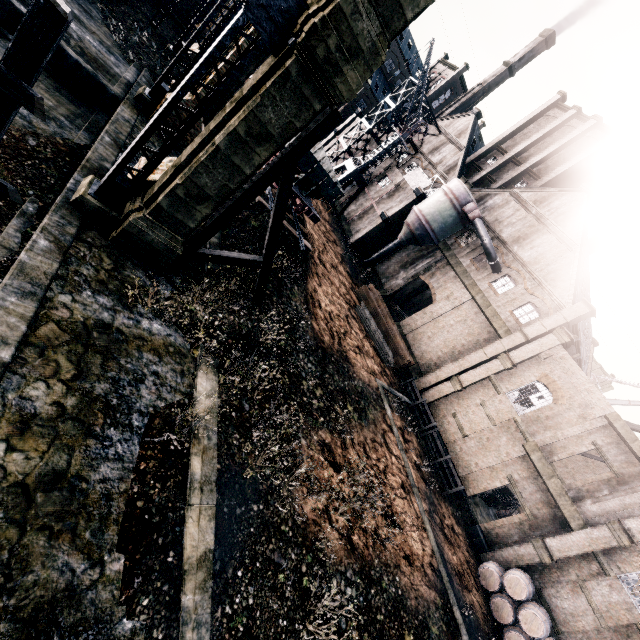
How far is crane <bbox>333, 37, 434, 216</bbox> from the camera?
34.8m

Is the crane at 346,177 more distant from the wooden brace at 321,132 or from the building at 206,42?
the wooden brace at 321,132

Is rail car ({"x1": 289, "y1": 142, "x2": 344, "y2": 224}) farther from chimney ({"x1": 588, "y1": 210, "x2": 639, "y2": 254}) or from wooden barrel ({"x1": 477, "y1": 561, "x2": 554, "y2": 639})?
chimney ({"x1": 588, "y1": 210, "x2": 639, "y2": 254})

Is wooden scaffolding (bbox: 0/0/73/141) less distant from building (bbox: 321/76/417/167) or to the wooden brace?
building (bbox: 321/76/417/167)

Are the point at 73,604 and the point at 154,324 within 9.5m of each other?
yes

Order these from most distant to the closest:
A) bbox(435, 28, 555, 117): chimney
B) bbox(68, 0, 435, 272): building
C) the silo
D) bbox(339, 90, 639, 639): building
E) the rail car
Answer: bbox(435, 28, 555, 117): chimney
the silo
the rail car
bbox(339, 90, 639, 639): building
bbox(68, 0, 435, 272): building

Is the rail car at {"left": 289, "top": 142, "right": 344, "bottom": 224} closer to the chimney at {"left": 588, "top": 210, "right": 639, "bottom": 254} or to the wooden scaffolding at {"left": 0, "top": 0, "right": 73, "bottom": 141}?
the wooden scaffolding at {"left": 0, "top": 0, "right": 73, "bottom": 141}

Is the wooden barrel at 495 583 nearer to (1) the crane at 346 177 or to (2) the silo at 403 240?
(2) the silo at 403 240
